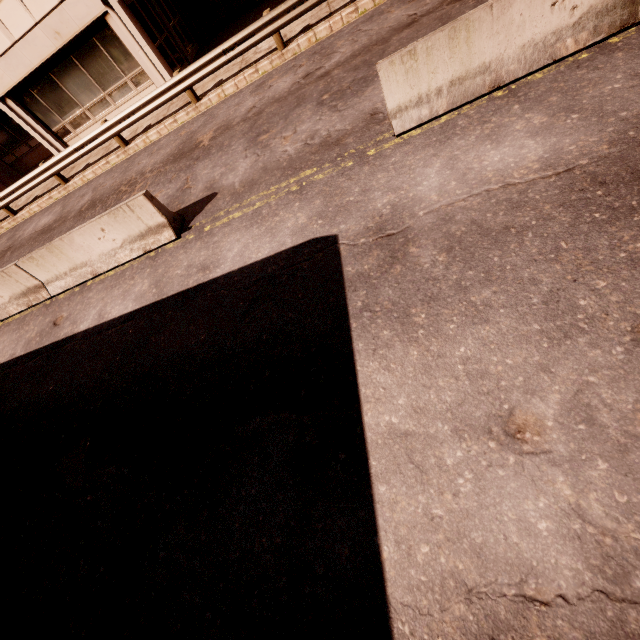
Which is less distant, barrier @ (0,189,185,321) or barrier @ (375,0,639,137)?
barrier @ (375,0,639,137)

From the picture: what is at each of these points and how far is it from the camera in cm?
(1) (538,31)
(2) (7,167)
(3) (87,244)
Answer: (1) barrier, 447
(2) building, 1933
(3) barrier, 702

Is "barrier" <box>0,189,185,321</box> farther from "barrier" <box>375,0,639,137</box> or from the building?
the building

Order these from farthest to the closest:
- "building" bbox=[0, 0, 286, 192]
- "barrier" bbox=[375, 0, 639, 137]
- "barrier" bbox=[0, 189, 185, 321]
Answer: "building" bbox=[0, 0, 286, 192], "barrier" bbox=[0, 189, 185, 321], "barrier" bbox=[375, 0, 639, 137]

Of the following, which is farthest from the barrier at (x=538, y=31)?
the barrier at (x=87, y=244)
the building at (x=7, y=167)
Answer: the building at (x=7, y=167)

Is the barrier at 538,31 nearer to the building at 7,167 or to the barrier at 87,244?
the barrier at 87,244

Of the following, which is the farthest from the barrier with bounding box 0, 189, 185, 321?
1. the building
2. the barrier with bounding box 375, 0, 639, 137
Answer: the building
